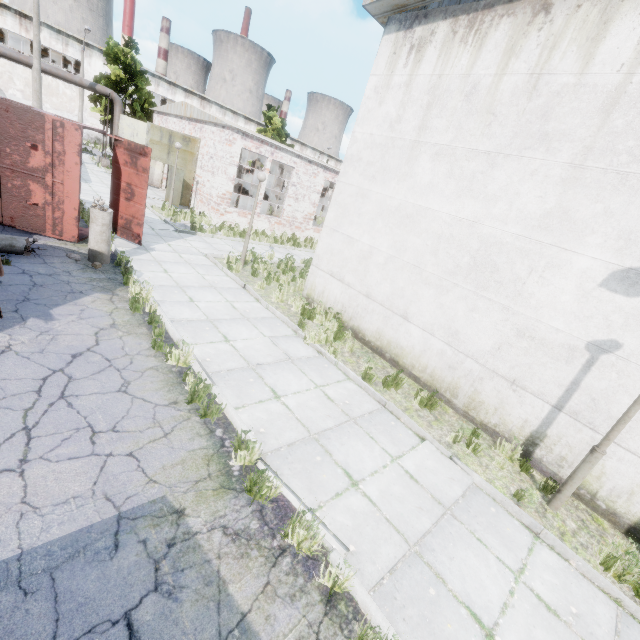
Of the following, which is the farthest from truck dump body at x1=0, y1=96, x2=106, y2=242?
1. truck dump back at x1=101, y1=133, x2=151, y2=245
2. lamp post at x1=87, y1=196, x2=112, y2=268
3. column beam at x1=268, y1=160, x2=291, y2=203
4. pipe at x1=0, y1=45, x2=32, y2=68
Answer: pipe at x1=0, y1=45, x2=32, y2=68

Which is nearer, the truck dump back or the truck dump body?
the truck dump body

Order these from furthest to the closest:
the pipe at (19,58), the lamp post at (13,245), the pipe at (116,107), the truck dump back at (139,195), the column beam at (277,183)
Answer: the column beam at (277,183) → the pipe at (116,107) → the pipe at (19,58) → the truck dump back at (139,195) → the lamp post at (13,245)

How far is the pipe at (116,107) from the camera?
21.0m

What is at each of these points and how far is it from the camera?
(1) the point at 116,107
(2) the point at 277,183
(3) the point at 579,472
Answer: (1) pipe, 23.86m
(2) column beam, 22.55m
(3) lamp post, 5.07m

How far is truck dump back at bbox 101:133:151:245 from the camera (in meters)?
9.74

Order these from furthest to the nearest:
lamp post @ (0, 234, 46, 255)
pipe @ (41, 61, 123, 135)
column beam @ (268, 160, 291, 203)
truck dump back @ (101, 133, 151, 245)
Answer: column beam @ (268, 160, 291, 203), pipe @ (41, 61, 123, 135), truck dump back @ (101, 133, 151, 245), lamp post @ (0, 234, 46, 255)

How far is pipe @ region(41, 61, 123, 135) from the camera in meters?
21.0
